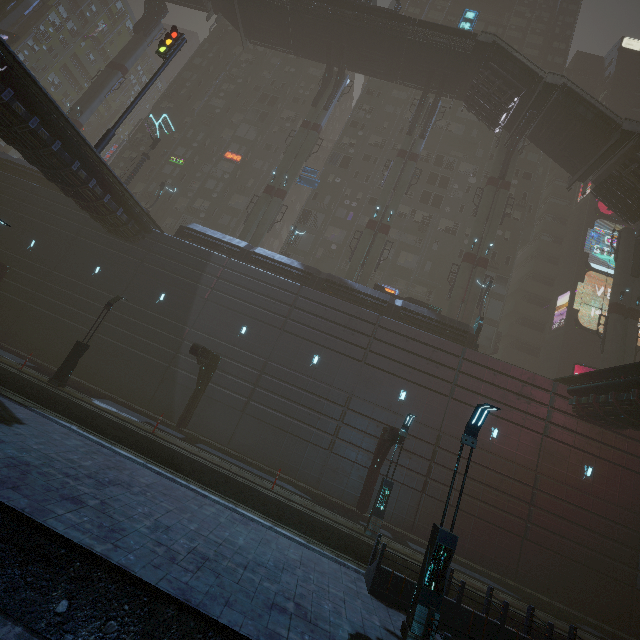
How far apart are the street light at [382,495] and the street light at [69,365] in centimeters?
1678cm

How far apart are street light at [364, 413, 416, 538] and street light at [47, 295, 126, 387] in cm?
1678

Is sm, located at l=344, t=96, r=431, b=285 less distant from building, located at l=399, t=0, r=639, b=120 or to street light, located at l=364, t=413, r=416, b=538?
building, located at l=399, t=0, r=639, b=120

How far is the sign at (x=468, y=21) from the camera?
31.1m

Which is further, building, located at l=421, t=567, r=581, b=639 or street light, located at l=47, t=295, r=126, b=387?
street light, located at l=47, t=295, r=126, b=387

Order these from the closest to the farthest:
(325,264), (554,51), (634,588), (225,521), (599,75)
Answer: (225,521) < (634,588) < (325,264) < (554,51) < (599,75)

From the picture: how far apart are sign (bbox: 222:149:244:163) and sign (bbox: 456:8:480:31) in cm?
2434

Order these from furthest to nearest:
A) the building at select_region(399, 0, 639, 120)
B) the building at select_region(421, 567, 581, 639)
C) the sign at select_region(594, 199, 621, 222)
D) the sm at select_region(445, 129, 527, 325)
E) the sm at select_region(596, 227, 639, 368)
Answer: the building at select_region(399, 0, 639, 120) → the sign at select_region(594, 199, 621, 222) → the sm at select_region(445, 129, 527, 325) → the sm at select_region(596, 227, 639, 368) → the building at select_region(421, 567, 581, 639)
